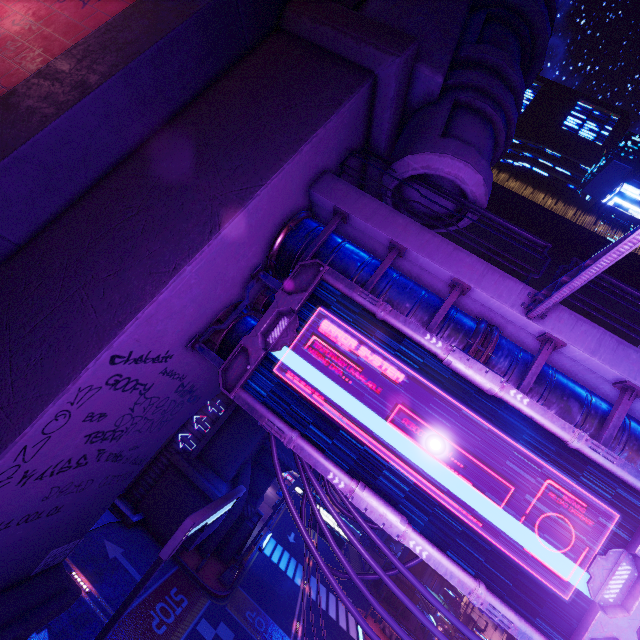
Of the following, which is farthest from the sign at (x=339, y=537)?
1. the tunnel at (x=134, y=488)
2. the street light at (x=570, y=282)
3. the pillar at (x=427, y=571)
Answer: the pillar at (x=427, y=571)

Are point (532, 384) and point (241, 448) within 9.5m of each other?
no

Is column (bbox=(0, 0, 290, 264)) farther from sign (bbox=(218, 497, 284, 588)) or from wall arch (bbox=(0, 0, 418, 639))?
sign (bbox=(218, 497, 284, 588))

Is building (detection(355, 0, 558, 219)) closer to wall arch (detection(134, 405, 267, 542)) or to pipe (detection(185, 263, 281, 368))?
wall arch (detection(134, 405, 267, 542))

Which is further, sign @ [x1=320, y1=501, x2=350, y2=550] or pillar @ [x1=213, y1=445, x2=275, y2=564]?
pillar @ [x1=213, y1=445, x2=275, y2=564]

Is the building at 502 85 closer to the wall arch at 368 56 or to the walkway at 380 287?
the wall arch at 368 56

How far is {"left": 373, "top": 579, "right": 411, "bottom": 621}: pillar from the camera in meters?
36.0 m

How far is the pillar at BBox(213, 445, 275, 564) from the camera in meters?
21.8
